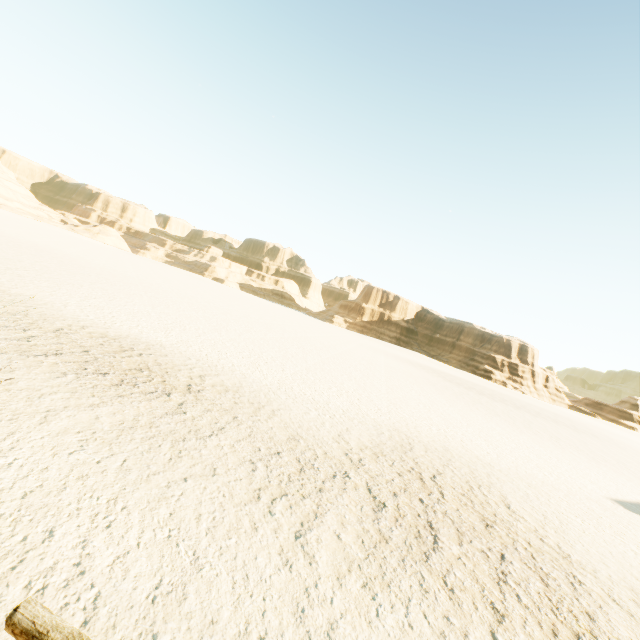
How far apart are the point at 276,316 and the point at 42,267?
28.11m
